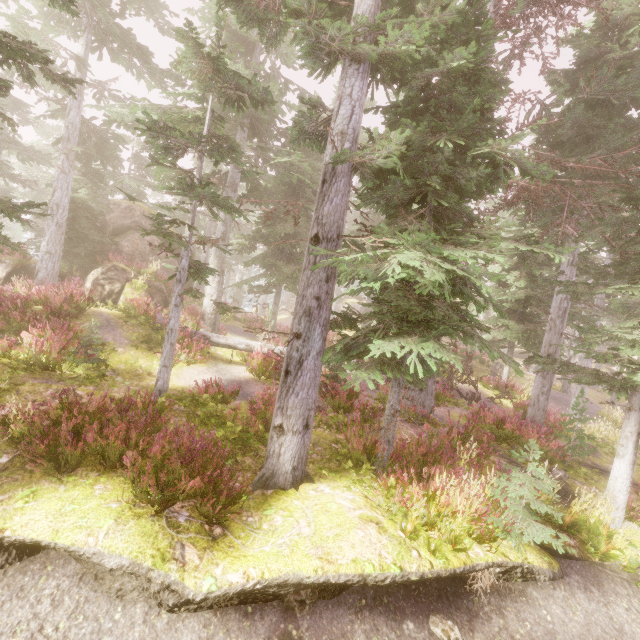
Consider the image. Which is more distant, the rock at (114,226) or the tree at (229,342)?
the rock at (114,226)

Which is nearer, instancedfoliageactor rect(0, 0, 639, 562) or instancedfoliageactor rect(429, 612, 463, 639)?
instancedfoliageactor rect(429, 612, 463, 639)

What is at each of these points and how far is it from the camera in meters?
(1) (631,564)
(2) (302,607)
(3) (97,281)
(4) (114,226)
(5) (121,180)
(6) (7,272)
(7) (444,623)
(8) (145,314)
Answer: (1) instancedfoliageactor, 6.6 m
(2) instancedfoliageactor, 5.1 m
(3) rock, 14.7 m
(4) rock, 19.7 m
(5) instancedfoliageactor, 16.4 m
(6) rock, 16.7 m
(7) instancedfoliageactor, 5.3 m
(8) instancedfoliageactor, 13.6 m

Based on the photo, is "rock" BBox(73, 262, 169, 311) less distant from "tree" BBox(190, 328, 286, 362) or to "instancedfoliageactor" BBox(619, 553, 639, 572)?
"instancedfoliageactor" BBox(619, 553, 639, 572)

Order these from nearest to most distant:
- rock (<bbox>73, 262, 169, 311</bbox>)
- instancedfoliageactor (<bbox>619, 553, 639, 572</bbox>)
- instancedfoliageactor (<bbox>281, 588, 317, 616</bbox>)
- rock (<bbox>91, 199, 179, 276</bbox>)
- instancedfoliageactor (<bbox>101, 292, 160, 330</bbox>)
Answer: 1. instancedfoliageactor (<bbox>281, 588, 317, 616</bbox>)
2. instancedfoliageactor (<bbox>619, 553, 639, 572</bbox>)
3. instancedfoliageactor (<bbox>101, 292, 160, 330</bbox>)
4. rock (<bbox>73, 262, 169, 311</bbox>)
5. rock (<bbox>91, 199, 179, 276</bbox>)

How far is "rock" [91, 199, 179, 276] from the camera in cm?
1928

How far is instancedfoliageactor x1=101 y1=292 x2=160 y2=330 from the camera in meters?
13.0 m

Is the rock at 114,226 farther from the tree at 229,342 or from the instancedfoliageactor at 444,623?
the tree at 229,342
